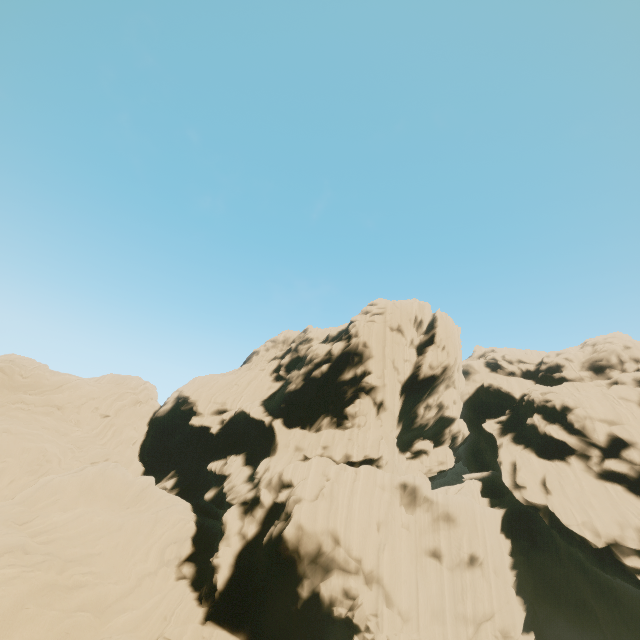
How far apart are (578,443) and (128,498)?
42.7 meters
